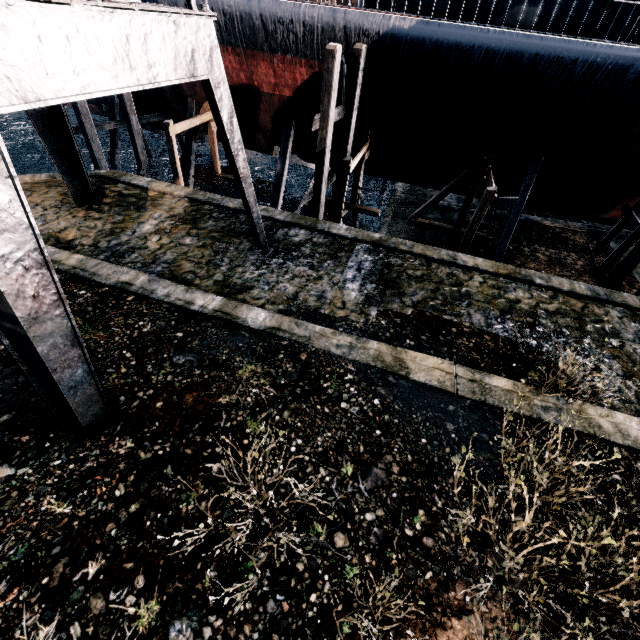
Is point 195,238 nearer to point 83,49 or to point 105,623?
point 83,49

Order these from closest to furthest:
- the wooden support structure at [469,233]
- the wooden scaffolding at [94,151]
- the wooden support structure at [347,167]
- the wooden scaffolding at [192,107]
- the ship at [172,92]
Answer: the wooden support structure at [469,233] → the wooden support structure at [347,167] → the wooden scaffolding at [94,151] → the ship at [172,92] → the wooden scaffolding at [192,107]

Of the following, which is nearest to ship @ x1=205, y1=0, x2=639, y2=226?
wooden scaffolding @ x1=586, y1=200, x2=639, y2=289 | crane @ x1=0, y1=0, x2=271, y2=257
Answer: wooden scaffolding @ x1=586, y1=200, x2=639, y2=289

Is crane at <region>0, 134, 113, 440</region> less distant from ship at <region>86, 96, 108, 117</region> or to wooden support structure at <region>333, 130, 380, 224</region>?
ship at <region>86, 96, 108, 117</region>

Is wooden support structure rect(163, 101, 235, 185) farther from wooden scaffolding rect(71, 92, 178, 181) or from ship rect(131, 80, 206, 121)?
wooden scaffolding rect(71, 92, 178, 181)

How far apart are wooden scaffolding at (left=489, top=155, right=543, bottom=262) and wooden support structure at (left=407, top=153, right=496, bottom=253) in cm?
102

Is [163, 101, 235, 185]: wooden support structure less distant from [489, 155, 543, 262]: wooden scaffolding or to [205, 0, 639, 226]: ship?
[205, 0, 639, 226]: ship

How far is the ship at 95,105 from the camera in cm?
2296
